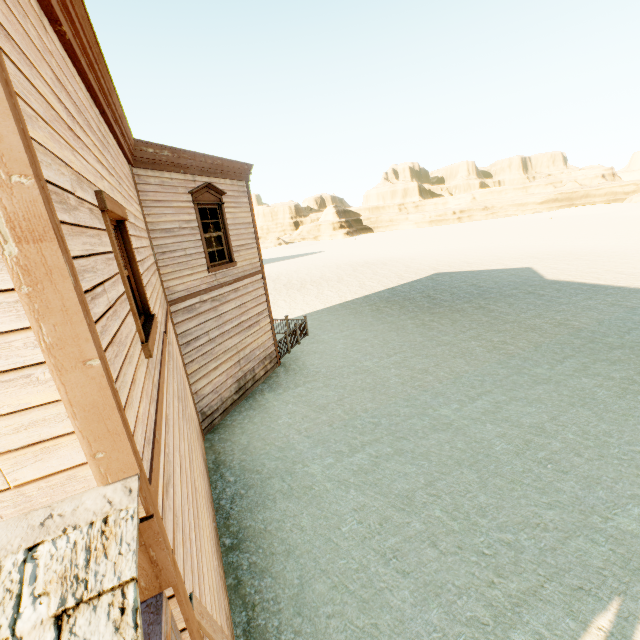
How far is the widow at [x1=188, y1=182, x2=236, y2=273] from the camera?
8.3 meters

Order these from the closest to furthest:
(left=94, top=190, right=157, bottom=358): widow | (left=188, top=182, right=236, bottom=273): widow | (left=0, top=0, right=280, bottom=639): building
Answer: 1. (left=0, top=0, right=280, bottom=639): building
2. (left=94, top=190, right=157, bottom=358): widow
3. (left=188, top=182, right=236, bottom=273): widow

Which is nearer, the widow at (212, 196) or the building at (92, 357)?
the building at (92, 357)

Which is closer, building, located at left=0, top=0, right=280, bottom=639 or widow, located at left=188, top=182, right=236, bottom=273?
building, located at left=0, top=0, right=280, bottom=639

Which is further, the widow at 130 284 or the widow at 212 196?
the widow at 212 196

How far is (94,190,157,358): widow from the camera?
2.5 meters

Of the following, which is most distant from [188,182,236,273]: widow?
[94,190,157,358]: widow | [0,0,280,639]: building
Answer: [94,190,157,358]: widow

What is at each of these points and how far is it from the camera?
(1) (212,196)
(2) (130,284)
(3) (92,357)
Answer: (1) widow, 8.9m
(2) widow, 3.6m
(3) building, 1.4m
